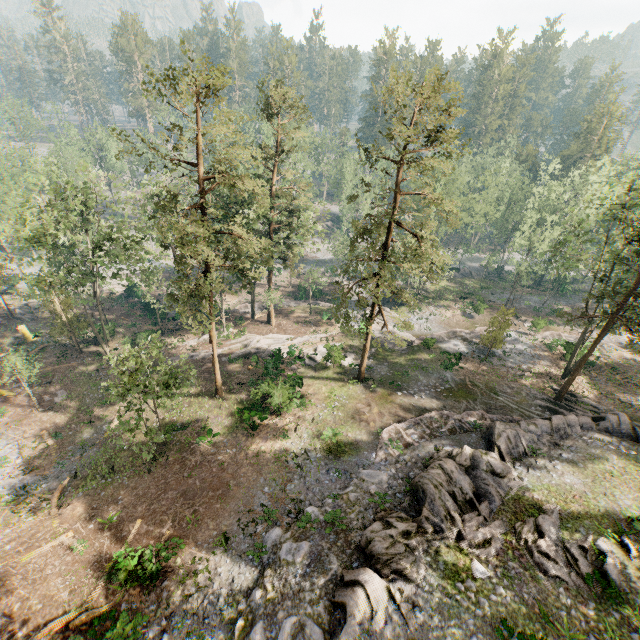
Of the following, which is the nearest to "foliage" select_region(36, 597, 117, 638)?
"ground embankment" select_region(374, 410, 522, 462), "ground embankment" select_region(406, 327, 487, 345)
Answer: "ground embankment" select_region(406, 327, 487, 345)

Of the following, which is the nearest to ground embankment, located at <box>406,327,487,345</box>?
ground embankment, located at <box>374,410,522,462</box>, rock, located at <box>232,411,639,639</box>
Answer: ground embankment, located at <box>374,410,522,462</box>

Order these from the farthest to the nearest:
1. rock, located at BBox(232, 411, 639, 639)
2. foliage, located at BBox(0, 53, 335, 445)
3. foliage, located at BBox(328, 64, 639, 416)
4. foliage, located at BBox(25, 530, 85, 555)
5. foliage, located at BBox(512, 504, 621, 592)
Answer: foliage, located at BBox(328, 64, 639, 416), foliage, located at BBox(0, 53, 335, 445), foliage, located at BBox(25, 530, 85, 555), foliage, located at BBox(512, 504, 621, 592), rock, located at BBox(232, 411, 639, 639)

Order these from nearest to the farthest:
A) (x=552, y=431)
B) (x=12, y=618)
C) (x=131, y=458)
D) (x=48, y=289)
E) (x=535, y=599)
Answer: (x=535, y=599) < (x=12, y=618) < (x=552, y=431) < (x=131, y=458) < (x=48, y=289)

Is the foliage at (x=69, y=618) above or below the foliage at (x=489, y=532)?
below

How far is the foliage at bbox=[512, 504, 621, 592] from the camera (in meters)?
13.89

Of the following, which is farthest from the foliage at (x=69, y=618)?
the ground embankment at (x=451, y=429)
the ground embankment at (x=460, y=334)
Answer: the ground embankment at (x=451, y=429)
